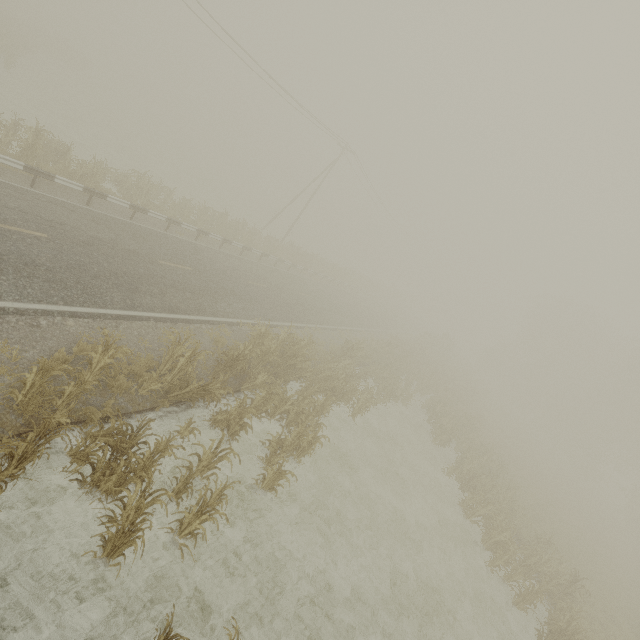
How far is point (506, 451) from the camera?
27.56m

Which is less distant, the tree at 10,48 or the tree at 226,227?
the tree at 226,227

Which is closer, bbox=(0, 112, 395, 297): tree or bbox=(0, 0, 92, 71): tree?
bbox=(0, 112, 395, 297): tree
